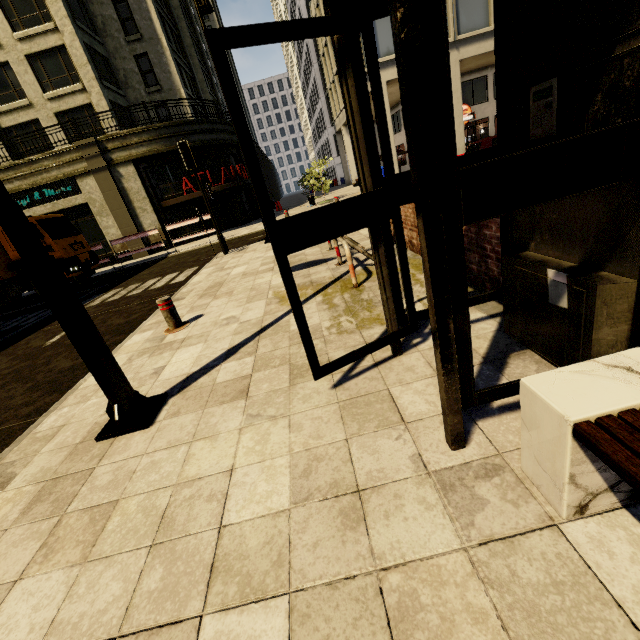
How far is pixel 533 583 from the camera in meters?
1.3 m

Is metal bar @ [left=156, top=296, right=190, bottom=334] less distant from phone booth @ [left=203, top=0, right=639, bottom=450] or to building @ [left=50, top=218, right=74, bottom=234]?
phone booth @ [left=203, top=0, right=639, bottom=450]

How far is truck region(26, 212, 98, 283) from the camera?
13.4 meters

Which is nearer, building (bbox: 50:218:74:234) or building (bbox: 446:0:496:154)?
building (bbox: 446:0:496:154)

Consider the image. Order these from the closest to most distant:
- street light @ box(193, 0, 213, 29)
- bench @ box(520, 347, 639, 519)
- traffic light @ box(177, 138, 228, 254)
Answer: bench @ box(520, 347, 639, 519), street light @ box(193, 0, 213, 29), traffic light @ box(177, 138, 228, 254)

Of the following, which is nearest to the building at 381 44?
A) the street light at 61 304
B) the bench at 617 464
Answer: the street light at 61 304

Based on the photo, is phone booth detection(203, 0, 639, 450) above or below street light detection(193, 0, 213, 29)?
below

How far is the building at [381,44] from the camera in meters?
19.1 m
